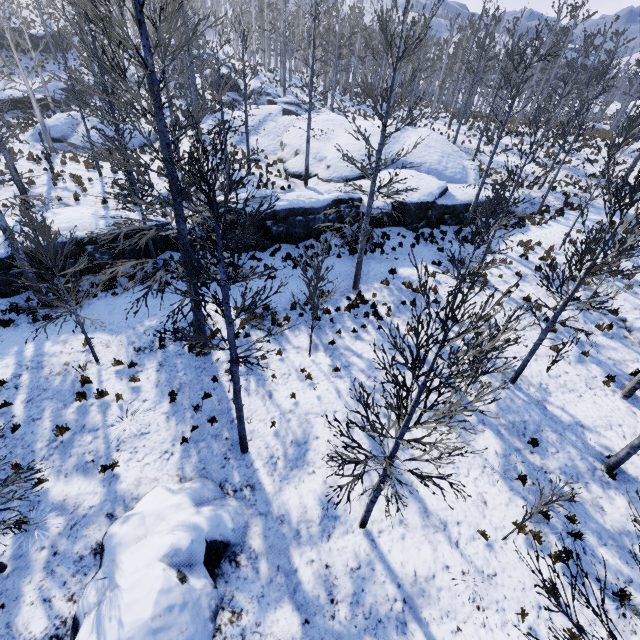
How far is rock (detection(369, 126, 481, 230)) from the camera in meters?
17.7 m

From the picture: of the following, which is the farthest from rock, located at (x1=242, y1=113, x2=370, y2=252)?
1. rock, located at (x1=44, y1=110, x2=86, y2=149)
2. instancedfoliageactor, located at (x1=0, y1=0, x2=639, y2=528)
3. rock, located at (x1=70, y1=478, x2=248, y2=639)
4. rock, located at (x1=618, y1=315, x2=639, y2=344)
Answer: rock, located at (x1=70, y1=478, x2=248, y2=639)

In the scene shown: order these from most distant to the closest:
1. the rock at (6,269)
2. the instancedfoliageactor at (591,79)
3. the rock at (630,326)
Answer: the rock at (630,326) → the rock at (6,269) → the instancedfoliageactor at (591,79)

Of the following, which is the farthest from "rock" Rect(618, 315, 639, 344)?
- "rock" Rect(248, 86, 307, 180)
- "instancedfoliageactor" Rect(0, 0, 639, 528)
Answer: "rock" Rect(248, 86, 307, 180)

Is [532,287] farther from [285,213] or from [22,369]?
[22,369]

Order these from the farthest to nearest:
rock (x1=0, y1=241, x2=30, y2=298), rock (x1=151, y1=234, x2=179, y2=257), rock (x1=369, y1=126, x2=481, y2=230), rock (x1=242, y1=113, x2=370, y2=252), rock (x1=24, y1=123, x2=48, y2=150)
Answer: rock (x1=24, y1=123, x2=48, y2=150), rock (x1=369, y1=126, x2=481, y2=230), rock (x1=242, y1=113, x2=370, y2=252), rock (x1=151, y1=234, x2=179, y2=257), rock (x1=0, y1=241, x2=30, y2=298)

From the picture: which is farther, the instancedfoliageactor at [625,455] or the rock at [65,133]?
the rock at [65,133]

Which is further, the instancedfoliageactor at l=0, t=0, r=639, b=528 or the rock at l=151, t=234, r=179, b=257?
the rock at l=151, t=234, r=179, b=257
